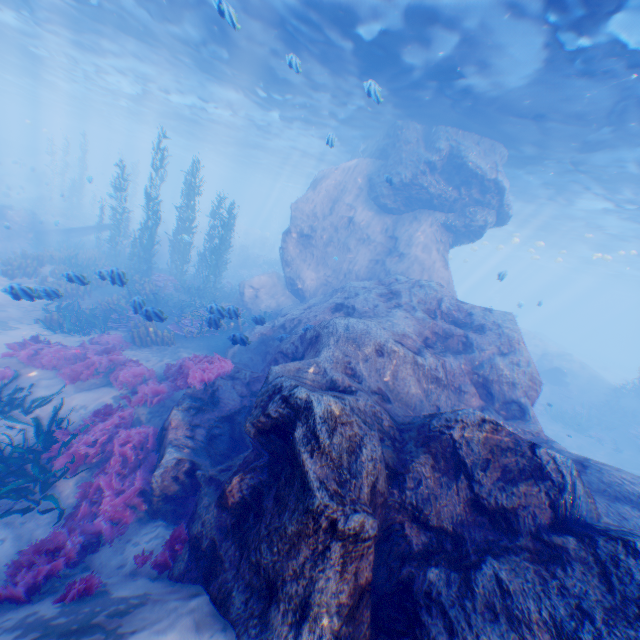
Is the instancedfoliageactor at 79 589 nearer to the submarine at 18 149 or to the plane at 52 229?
the plane at 52 229

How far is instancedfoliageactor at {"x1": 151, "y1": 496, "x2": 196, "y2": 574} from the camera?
4.76m

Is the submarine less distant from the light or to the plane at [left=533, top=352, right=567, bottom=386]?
the light

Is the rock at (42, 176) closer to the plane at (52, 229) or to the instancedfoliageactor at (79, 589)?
the plane at (52, 229)

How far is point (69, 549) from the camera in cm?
469

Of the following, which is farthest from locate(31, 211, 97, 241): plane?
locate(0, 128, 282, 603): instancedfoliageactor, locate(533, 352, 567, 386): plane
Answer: locate(533, 352, 567, 386): plane

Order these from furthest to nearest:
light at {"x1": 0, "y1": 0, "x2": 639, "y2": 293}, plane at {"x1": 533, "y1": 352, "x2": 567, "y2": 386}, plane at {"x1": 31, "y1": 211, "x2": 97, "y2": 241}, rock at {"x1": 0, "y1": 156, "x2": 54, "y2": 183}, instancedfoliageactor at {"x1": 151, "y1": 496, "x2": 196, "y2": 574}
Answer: rock at {"x1": 0, "y1": 156, "x2": 54, "y2": 183} → plane at {"x1": 533, "y1": 352, "x2": 567, "y2": 386} → plane at {"x1": 31, "y1": 211, "x2": 97, "y2": 241} → light at {"x1": 0, "y1": 0, "x2": 639, "y2": 293} → instancedfoliageactor at {"x1": 151, "y1": 496, "x2": 196, "y2": 574}

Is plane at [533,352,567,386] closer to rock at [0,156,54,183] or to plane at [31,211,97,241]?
rock at [0,156,54,183]
